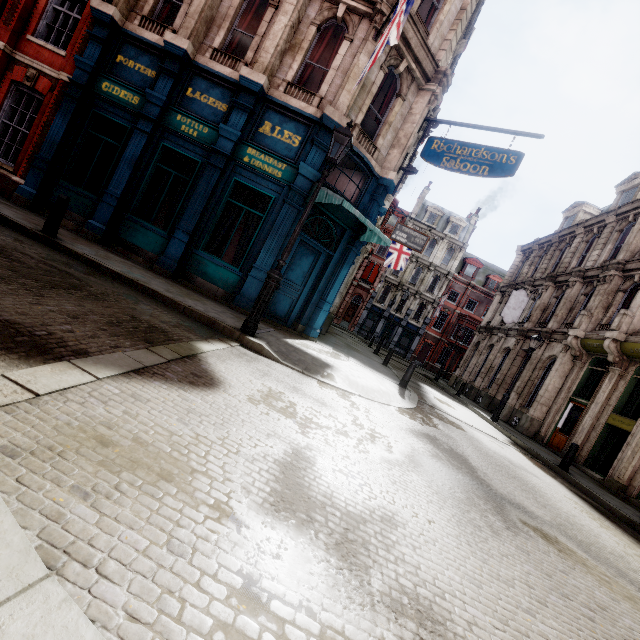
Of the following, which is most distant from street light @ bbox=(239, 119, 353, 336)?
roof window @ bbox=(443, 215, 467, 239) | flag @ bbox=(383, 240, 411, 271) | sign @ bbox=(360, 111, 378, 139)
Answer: roof window @ bbox=(443, 215, 467, 239)

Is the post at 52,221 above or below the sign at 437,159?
below

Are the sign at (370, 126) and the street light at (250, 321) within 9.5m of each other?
yes

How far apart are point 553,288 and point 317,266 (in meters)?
18.59

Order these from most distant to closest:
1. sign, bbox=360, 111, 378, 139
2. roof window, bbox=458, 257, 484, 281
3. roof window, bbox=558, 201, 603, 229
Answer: roof window, bbox=458, 257, 484, 281 → roof window, bbox=558, 201, 603, 229 → sign, bbox=360, 111, 378, 139

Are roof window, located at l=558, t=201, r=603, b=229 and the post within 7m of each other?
no

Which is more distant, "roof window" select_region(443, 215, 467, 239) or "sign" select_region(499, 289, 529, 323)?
"roof window" select_region(443, 215, 467, 239)

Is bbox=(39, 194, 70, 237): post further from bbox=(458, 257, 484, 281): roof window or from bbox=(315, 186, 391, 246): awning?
bbox=(458, 257, 484, 281): roof window
